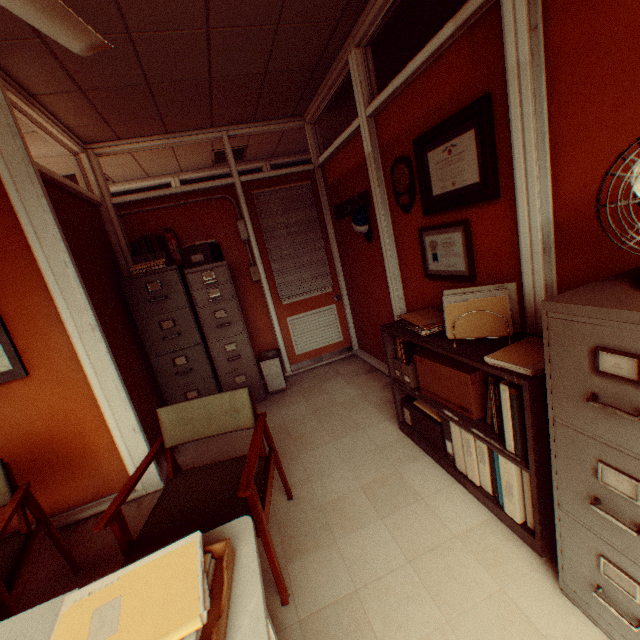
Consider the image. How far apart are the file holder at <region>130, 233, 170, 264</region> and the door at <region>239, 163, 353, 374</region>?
1.1m

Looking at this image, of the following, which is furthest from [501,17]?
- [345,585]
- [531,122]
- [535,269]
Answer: [345,585]

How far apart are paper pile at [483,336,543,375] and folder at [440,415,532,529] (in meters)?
0.14

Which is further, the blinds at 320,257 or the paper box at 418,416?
the blinds at 320,257

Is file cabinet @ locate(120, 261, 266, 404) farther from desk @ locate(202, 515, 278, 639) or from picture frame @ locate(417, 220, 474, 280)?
desk @ locate(202, 515, 278, 639)

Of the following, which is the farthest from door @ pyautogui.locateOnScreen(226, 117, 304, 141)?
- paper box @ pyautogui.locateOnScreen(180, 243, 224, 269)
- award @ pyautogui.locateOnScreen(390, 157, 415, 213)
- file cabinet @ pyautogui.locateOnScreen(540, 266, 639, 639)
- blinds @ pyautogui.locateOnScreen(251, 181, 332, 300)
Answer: file cabinet @ pyautogui.locateOnScreen(540, 266, 639, 639)

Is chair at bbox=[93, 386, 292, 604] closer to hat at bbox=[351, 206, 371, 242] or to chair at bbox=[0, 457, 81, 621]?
chair at bbox=[0, 457, 81, 621]

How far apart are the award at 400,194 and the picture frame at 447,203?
0.1 meters
